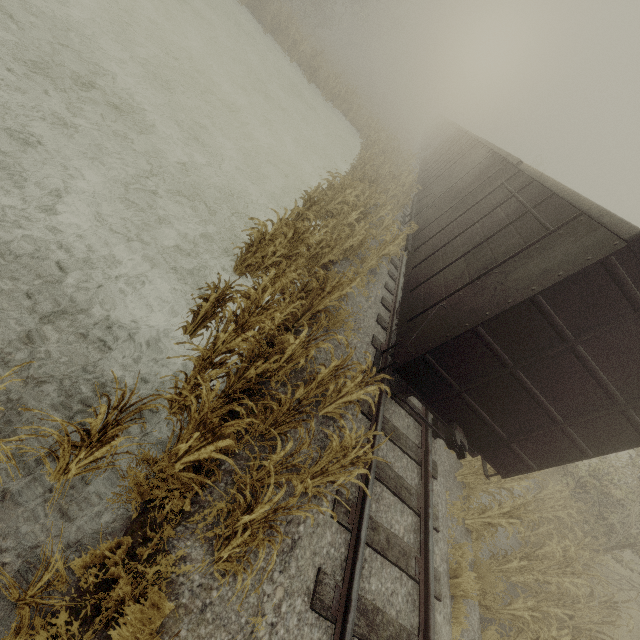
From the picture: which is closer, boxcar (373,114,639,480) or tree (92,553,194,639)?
tree (92,553,194,639)

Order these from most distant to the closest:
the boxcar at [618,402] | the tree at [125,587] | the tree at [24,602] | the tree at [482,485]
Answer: the tree at [482,485]
the boxcar at [618,402]
the tree at [125,587]
the tree at [24,602]

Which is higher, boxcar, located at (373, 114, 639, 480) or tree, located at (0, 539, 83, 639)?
boxcar, located at (373, 114, 639, 480)

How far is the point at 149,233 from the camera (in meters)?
6.25

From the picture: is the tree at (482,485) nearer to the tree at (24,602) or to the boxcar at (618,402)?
the boxcar at (618,402)

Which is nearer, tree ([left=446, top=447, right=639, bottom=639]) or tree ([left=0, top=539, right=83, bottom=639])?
tree ([left=0, top=539, right=83, bottom=639])

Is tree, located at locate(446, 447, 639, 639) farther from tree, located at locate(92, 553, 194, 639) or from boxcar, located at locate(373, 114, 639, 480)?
tree, located at locate(92, 553, 194, 639)
